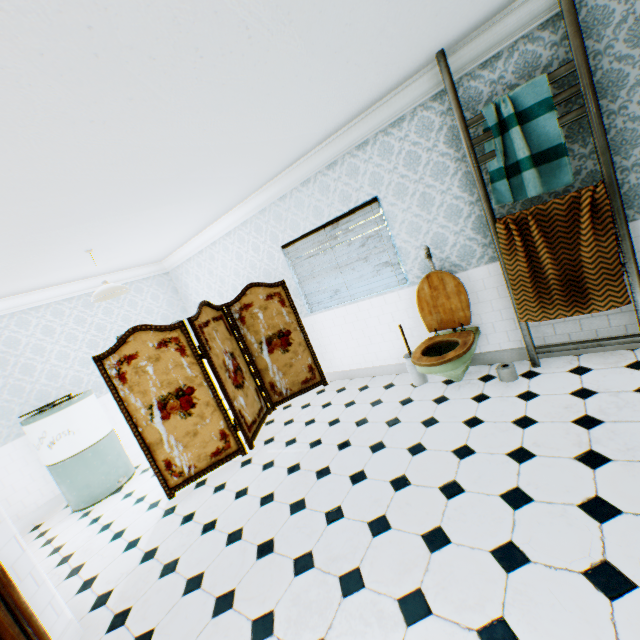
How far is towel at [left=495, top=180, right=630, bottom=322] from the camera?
2.7m

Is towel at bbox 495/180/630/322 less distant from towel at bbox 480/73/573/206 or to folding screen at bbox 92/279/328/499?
towel at bbox 480/73/573/206

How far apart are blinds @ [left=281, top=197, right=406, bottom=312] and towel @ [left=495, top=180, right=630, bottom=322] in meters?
1.2 m

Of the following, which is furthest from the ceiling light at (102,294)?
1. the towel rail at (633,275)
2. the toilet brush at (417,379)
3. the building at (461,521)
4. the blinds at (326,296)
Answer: the towel rail at (633,275)

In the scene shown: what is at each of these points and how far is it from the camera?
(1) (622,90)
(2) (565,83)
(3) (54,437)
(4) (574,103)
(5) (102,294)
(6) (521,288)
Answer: (1) building, 2.5m
(2) building, 2.7m
(3) washing machine, 4.2m
(4) building, 2.7m
(5) ceiling light, 4.2m
(6) towel, 3.2m

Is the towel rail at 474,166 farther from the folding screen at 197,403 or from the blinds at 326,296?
the folding screen at 197,403

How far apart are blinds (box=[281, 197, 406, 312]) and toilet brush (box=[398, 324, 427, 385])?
0.61m

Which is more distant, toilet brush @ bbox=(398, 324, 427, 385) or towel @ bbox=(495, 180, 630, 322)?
toilet brush @ bbox=(398, 324, 427, 385)
